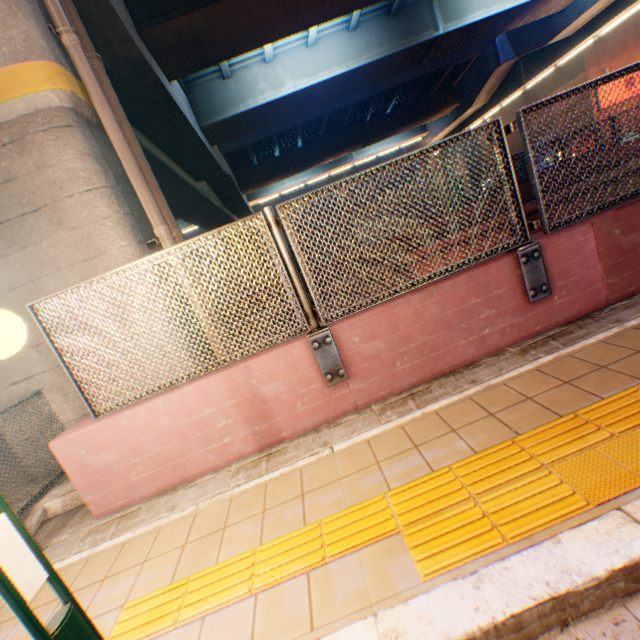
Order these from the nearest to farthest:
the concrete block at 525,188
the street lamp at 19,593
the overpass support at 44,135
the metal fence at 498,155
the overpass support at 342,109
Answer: the street lamp at 19,593
the metal fence at 498,155
the overpass support at 44,135
the overpass support at 342,109
the concrete block at 525,188

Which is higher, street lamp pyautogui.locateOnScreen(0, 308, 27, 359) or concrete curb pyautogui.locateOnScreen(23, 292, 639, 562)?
street lamp pyautogui.locateOnScreen(0, 308, 27, 359)

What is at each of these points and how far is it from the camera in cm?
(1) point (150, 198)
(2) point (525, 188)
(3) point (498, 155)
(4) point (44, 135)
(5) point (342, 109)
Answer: (1) pipe, 467
(2) concrete block, 1412
(3) metal fence, 297
(4) overpass support, 402
(5) overpass support, 2103

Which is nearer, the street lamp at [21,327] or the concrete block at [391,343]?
the street lamp at [21,327]

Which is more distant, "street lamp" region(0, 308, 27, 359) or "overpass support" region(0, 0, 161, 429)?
"overpass support" region(0, 0, 161, 429)

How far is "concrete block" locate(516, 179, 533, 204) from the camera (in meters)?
14.09

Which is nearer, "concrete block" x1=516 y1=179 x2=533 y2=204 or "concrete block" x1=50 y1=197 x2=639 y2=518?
"concrete block" x1=50 y1=197 x2=639 y2=518

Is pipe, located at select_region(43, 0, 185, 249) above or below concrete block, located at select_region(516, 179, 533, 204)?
above
